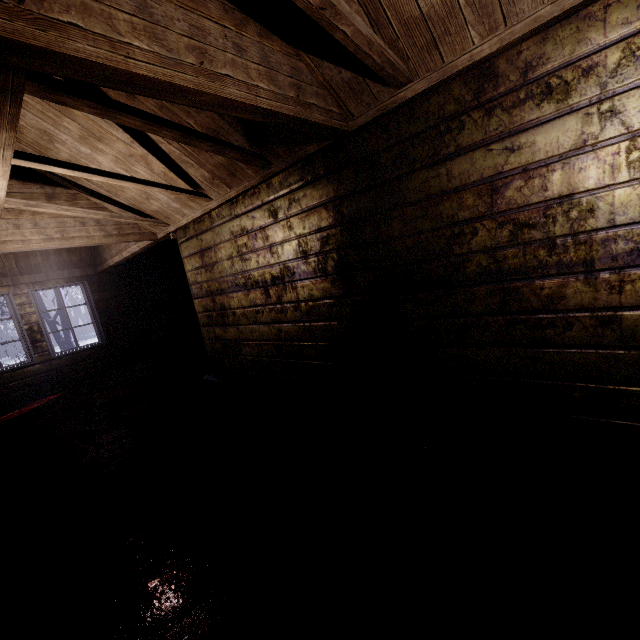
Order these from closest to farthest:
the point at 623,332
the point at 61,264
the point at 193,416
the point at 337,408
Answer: the point at 623,332
the point at 337,408
the point at 193,416
the point at 61,264
